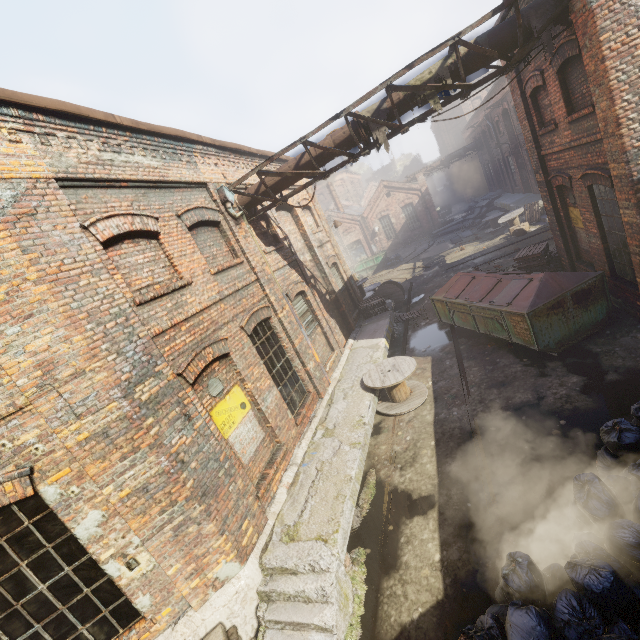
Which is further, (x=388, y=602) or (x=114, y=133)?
(x=114, y=133)

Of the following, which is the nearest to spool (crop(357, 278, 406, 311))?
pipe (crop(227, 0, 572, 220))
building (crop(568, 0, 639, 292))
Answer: pipe (crop(227, 0, 572, 220))

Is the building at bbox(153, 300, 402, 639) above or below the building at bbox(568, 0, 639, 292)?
below

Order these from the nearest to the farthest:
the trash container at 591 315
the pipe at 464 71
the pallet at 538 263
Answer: the pipe at 464 71
the trash container at 591 315
the pallet at 538 263

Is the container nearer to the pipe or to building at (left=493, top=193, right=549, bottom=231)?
building at (left=493, top=193, right=549, bottom=231)

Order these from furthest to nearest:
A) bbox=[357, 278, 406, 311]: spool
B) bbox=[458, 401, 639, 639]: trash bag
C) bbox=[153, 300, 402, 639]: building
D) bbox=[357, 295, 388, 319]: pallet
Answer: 1. bbox=[357, 278, 406, 311]: spool
2. bbox=[357, 295, 388, 319]: pallet
3. bbox=[153, 300, 402, 639]: building
4. bbox=[458, 401, 639, 639]: trash bag

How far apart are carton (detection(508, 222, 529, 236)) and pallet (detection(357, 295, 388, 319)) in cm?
1007

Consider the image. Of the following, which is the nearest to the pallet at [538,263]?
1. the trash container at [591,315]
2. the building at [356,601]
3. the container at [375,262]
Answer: the trash container at [591,315]
